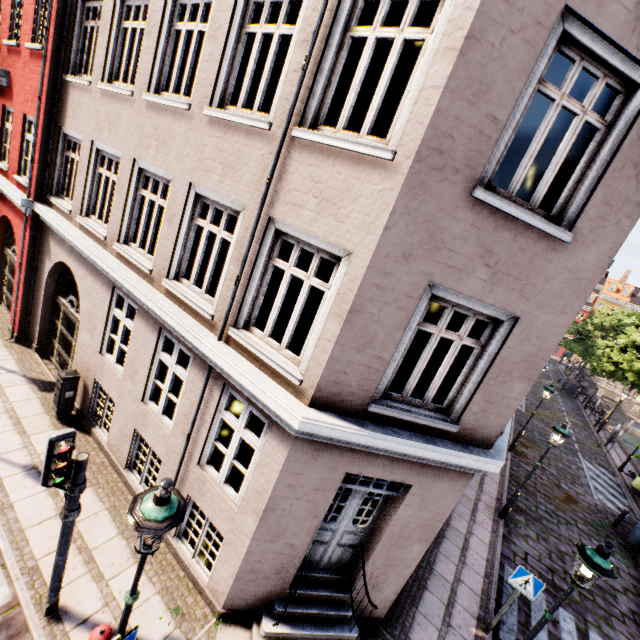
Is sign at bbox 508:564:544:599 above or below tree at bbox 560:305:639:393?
below

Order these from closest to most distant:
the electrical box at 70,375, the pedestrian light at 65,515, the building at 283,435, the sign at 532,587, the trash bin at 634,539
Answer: the building at 283,435, the pedestrian light at 65,515, the sign at 532,587, the electrical box at 70,375, the trash bin at 634,539

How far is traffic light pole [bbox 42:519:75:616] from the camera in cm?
436

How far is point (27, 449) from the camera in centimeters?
702cm

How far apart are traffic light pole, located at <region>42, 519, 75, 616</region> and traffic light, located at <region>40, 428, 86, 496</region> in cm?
44

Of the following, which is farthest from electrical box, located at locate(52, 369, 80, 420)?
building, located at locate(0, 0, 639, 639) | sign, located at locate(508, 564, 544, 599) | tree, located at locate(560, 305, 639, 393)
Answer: tree, located at locate(560, 305, 639, 393)

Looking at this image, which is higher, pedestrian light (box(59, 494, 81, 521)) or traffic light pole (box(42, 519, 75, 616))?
pedestrian light (box(59, 494, 81, 521))

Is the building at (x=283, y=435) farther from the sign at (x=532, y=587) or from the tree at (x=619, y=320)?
the tree at (x=619, y=320)
